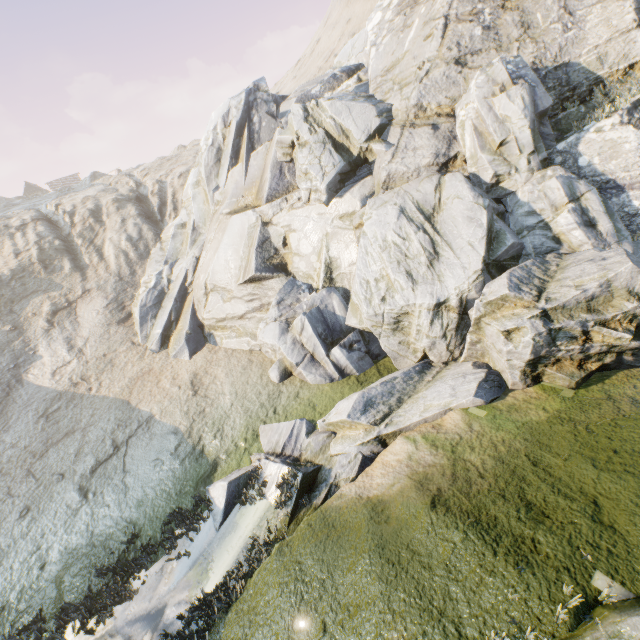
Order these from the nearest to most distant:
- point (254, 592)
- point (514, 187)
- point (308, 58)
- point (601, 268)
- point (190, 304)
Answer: point (254, 592) → point (601, 268) → point (514, 187) → point (190, 304) → point (308, 58)

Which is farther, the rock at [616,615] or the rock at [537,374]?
the rock at [537,374]

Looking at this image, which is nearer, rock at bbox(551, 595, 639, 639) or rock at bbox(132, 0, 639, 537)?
rock at bbox(551, 595, 639, 639)
